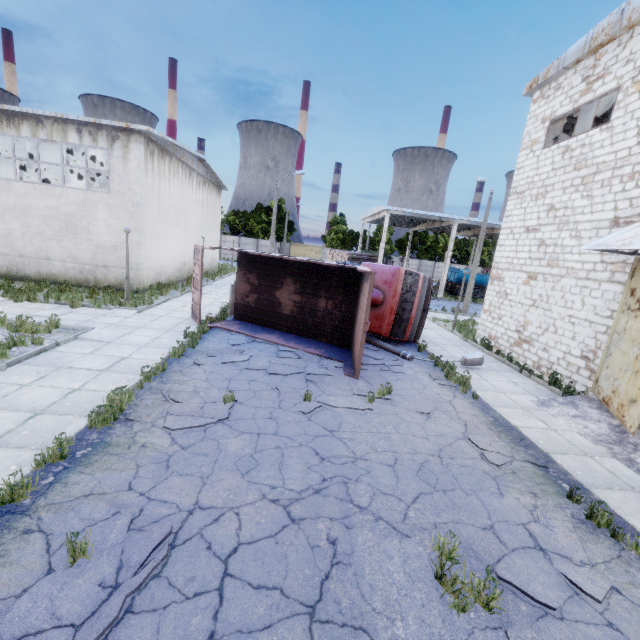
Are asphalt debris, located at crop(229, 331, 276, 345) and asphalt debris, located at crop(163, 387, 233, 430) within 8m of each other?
yes

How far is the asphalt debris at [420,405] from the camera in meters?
7.8

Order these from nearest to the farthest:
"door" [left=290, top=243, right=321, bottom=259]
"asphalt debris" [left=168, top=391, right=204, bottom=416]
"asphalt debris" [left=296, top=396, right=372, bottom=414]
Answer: "asphalt debris" [left=168, top=391, right=204, bottom=416]
"asphalt debris" [left=296, top=396, right=372, bottom=414]
"door" [left=290, top=243, right=321, bottom=259]

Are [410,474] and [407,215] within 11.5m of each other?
no

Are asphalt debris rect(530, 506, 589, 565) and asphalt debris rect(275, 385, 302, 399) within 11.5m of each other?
yes

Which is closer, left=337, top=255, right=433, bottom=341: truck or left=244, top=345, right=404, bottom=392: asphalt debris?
left=244, top=345, right=404, bottom=392: asphalt debris

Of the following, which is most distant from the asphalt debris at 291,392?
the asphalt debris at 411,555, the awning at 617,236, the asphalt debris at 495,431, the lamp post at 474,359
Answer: the awning at 617,236

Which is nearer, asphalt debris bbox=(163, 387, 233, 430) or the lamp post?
asphalt debris bbox=(163, 387, 233, 430)
